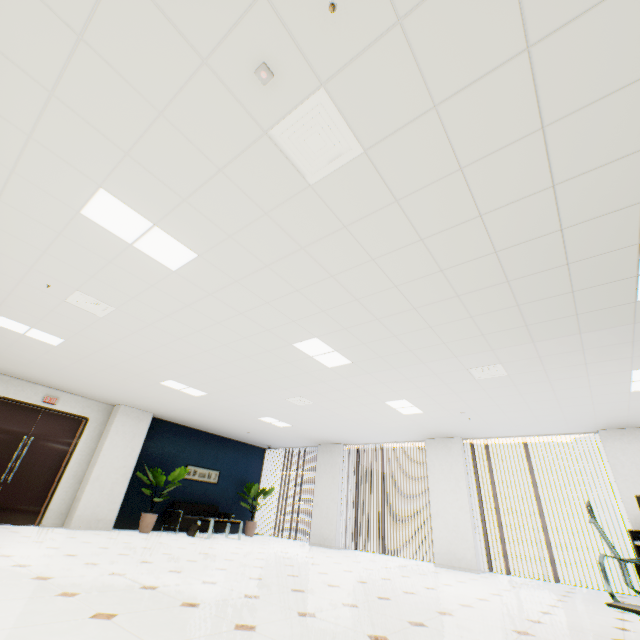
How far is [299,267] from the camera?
3.4 meters

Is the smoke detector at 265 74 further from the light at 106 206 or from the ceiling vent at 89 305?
the ceiling vent at 89 305

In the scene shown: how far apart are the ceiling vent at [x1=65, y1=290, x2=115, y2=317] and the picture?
7.7 meters

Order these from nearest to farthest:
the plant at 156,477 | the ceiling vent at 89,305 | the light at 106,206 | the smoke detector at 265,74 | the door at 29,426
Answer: the smoke detector at 265,74, the light at 106,206, the ceiling vent at 89,305, the door at 29,426, the plant at 156,477

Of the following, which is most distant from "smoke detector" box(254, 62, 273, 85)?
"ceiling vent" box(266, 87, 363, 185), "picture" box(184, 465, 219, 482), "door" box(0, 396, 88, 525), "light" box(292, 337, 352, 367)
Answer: "picture" box(184, 465, 219, 482)

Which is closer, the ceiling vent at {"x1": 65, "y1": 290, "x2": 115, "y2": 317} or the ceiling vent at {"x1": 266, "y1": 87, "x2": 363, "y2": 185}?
the ceiling vent at {"x1": 266, "y1": 87, "x2": 363, "y2": 185}

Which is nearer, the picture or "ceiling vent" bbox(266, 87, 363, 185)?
"ceiling vent" bbox(266, 87, 363, 185)

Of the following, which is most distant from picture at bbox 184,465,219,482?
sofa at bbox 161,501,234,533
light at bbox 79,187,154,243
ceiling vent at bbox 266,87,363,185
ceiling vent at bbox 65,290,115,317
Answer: ceiling vent at bbox 266,87,363,185
